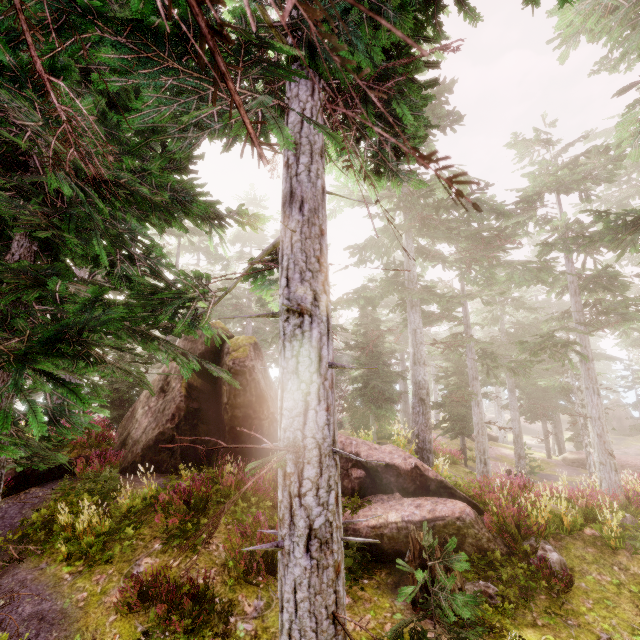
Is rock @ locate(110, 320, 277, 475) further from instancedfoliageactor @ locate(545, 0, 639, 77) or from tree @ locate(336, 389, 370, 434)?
tree @ locate(336, 389, 370, 434)

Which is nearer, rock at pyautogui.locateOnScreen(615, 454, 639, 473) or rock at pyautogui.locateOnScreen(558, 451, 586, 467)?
rock at pyautogui.locateOnScreen(615, 454, 639, 473)

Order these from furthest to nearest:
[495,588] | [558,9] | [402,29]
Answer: [495,588] < [402,29] < [558,9]

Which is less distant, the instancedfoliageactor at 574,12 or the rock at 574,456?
the instancedfoliageactor at 574,12

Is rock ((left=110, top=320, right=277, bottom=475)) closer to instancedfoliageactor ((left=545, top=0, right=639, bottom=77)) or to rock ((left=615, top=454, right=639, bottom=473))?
instancedfoliageactor ((left=545, top=0, right=639, bottom=77))

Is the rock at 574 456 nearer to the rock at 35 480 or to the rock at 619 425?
the rock at 619 425

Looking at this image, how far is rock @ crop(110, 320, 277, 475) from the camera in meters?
10.8
